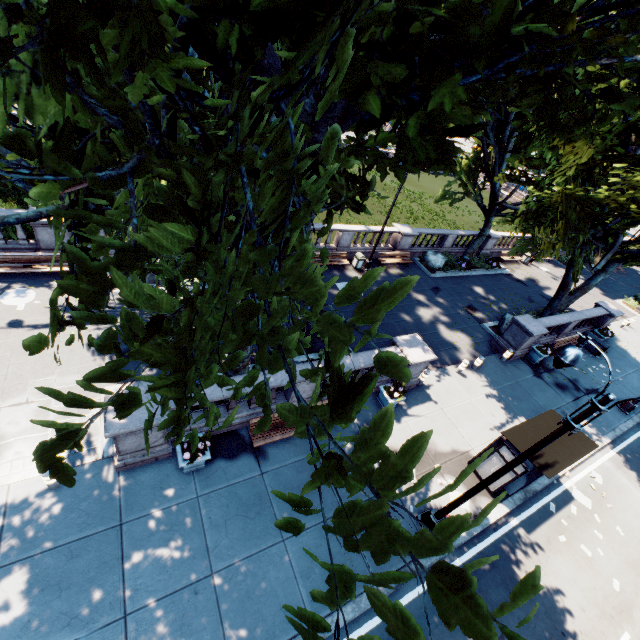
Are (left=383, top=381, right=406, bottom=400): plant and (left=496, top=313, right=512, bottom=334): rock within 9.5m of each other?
no

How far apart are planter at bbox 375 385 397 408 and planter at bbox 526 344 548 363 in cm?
1026

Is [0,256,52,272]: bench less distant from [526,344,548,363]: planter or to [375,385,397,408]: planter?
[375,385,397,408]: planter

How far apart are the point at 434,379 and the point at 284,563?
9.9 meters

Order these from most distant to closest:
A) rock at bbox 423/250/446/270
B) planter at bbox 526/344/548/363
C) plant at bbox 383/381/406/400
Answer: rock at bbox 423/250/446/270
planter at bbox 526/344/548/363
plant at bbox 383/381/406/400

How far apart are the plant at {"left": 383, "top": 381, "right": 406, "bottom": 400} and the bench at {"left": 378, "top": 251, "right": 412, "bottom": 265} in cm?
1109

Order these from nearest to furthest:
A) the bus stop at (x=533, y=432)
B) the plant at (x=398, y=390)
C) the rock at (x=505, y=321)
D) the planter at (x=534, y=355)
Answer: the bus stop at (x=533, y=432) < the plant at (x=398, y=390) < the planter at (x=534, y=355) < the rock at (x=505, y=321)

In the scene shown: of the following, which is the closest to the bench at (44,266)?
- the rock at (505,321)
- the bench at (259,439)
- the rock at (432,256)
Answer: the bench at (259,439)
